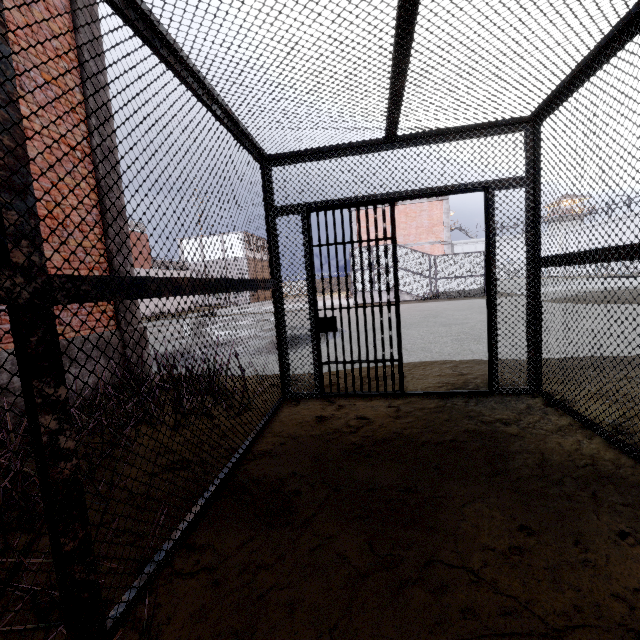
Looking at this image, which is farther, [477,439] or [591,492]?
[477,439]

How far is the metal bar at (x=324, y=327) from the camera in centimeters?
375cm

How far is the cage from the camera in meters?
20.5 m

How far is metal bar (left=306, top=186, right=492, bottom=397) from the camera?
3.7 meters

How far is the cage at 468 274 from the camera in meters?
20.5

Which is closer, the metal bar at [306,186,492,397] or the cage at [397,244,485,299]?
the metal bar at [306,186,492,397]
